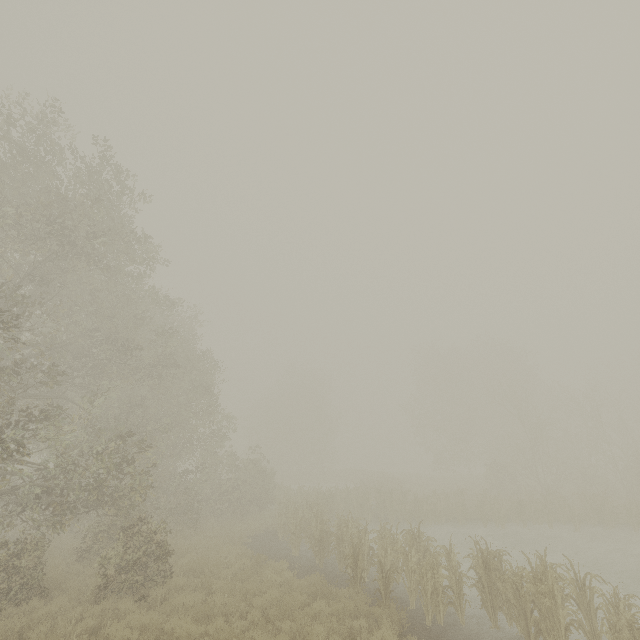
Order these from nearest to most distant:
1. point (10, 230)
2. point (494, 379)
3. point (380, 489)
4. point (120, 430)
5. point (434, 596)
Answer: point (434, 596) < point (10, 230) < point (120, 430) < point (380, 489) < point (494, 379)
